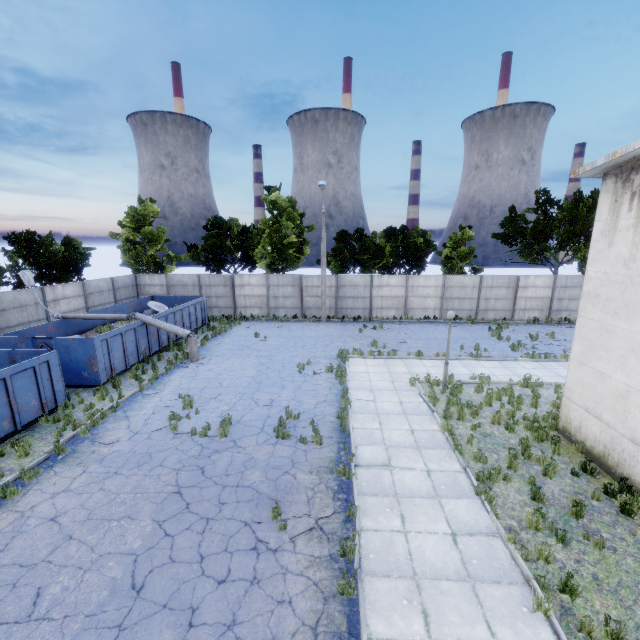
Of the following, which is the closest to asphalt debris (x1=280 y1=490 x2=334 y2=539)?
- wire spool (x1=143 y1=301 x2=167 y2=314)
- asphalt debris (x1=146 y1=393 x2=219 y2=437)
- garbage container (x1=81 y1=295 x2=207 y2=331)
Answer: asphalt debris (x1=146 y1=393 x2=219 y2=437)

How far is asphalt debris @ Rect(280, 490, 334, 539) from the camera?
6.9m

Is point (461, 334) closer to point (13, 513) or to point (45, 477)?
point (45, 477)

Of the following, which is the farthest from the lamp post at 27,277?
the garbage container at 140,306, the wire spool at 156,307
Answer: the wire spool at 156,307

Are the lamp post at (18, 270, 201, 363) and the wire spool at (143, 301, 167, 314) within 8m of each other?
yes

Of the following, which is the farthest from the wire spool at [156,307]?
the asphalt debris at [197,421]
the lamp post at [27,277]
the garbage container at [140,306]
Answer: the asphalt debris at [197,421]

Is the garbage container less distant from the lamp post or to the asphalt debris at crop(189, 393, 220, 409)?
the lamp post

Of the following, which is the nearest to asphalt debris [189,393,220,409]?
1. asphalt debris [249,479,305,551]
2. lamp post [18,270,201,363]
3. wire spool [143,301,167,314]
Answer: asphalt debris [249,479,305,551]
